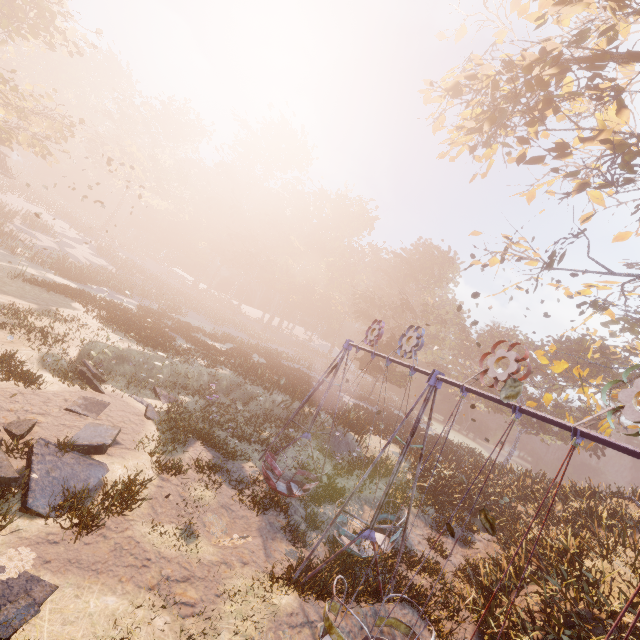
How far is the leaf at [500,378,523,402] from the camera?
3.9m

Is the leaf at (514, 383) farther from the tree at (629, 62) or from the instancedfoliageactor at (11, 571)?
the tree at (629, 62)

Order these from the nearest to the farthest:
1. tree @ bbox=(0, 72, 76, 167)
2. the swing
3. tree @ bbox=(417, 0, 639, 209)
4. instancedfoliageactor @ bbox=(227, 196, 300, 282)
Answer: the swing → tree @ bbox=(417, 0, 639, 209) → tree @ bbox=(0, 72, 76, 167) → instancedfoliageactor @ bbox=(227, 196, 300, 282)

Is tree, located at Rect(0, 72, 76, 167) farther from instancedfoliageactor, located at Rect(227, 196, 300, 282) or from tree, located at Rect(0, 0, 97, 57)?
instancedfoliageactor, located at Rect(227, 196, 300, 282)

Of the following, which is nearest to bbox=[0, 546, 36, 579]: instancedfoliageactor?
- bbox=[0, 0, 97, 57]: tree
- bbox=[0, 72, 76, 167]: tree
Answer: bbox=[0, 72, 76, 167]: tree

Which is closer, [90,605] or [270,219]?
[90,605]

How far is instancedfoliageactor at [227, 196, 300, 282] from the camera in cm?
5634

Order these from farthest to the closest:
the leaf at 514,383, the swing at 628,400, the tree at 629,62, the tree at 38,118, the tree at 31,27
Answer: the tree at 38,118, the tree at 31,27, the tree at 629,62, the swing at 628,400, the leaf at 514,383
